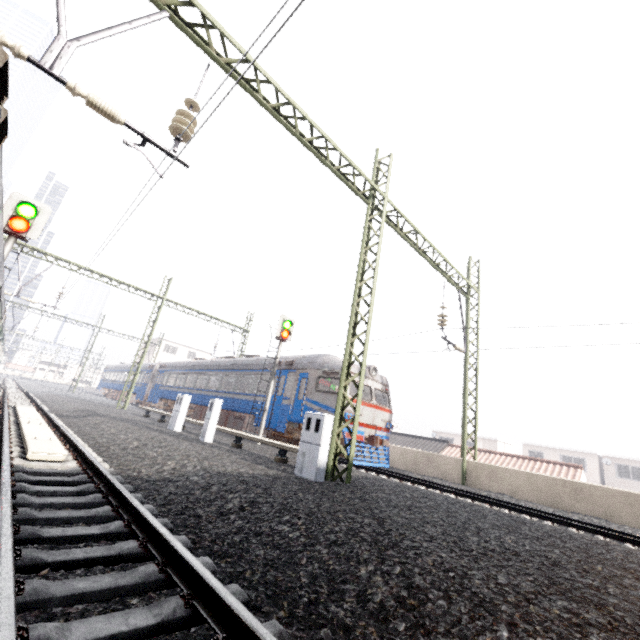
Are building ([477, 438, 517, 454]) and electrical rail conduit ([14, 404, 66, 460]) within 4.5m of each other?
no

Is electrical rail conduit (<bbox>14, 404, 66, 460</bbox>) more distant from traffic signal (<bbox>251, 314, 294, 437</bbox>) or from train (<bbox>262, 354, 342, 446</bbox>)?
train (<bbox>262, 354, 342, 446</bbox>)

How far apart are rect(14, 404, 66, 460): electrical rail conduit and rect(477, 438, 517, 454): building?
49.47m

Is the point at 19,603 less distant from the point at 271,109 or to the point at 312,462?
the point at 312,462

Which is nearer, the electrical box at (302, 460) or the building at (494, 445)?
the electrical box at (302, 460)

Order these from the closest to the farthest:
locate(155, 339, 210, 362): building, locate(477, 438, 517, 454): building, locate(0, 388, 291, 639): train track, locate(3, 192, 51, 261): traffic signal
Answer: locate(0, 388, 291, 639): train track → locate(3, 192, 51, 261): traffic signal → locate(477, 438, 517, 454): building → locate(155, 339, 210, 362): building

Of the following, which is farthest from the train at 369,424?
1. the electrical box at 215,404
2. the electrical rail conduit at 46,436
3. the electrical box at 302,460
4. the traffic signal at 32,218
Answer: the traffic signal at 32,218

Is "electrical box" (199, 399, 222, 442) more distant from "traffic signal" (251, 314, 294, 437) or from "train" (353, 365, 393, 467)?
"train" (353, 365, 393, 467)
